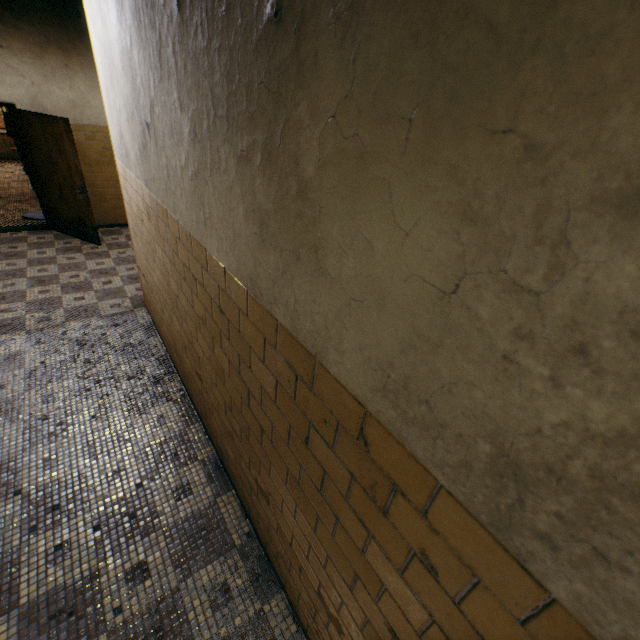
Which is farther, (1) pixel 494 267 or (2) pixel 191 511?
(2) pixel 191 511
